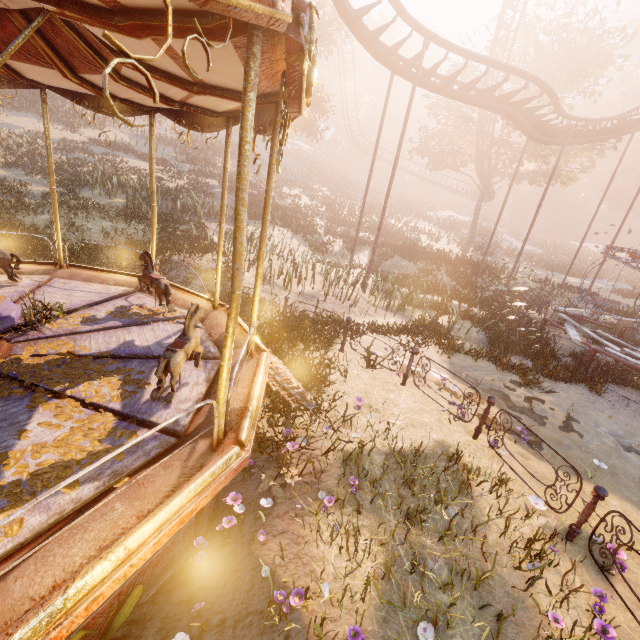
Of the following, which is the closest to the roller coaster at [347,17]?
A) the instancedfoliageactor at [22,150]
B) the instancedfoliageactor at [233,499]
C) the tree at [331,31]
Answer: the tree at [331,31]

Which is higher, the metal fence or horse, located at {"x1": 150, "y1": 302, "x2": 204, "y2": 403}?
horse, located at {"x1": 150, "y1": 302, "x2": 204, "y2": 403}

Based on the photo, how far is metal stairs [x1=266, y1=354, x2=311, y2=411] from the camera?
5.6m

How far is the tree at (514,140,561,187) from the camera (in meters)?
26.33

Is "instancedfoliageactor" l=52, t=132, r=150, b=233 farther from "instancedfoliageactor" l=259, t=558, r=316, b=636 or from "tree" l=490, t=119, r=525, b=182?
"tree" l=490, t=119, r=525, b=182

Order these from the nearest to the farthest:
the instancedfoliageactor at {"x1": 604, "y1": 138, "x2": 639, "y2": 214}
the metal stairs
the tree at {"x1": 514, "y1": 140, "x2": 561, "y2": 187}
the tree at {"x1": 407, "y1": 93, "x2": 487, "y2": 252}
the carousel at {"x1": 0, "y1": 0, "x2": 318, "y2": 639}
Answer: the carousel at {"x1": 0, "y1": 0, "x2": 318, "y2": 639} < the metal stairs < the tree at {"x1": 514, "y1": 140, "x2": 561, "y2": 187} < the tree at {"x1": 407, "y1": 93, "x2": 487, "y2": 252} < the instancedfoliageactor at {"x1": 604, "y1": 138, "x2": 639, "y2": 214}

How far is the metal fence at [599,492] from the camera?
4.2 meters

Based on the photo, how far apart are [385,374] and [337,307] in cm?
470
